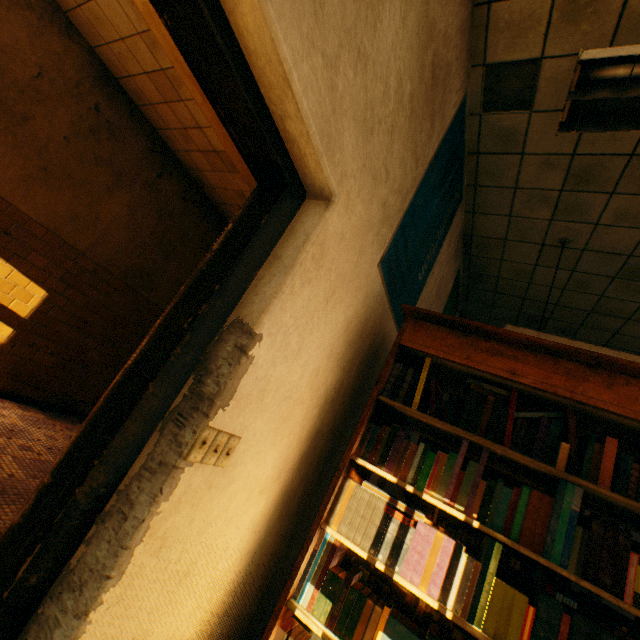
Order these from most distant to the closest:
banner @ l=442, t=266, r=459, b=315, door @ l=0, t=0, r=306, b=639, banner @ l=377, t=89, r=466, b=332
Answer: banner @ l=442, t=266, r=459, b=315 < banner @ l=377, t=89, r=466, b=332 < door @ l=0, t=0, r=306, b=639

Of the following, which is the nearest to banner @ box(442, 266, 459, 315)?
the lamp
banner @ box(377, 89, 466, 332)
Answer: banner @ box(377, 89, 466, 332)

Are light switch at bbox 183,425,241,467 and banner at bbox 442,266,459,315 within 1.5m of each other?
no

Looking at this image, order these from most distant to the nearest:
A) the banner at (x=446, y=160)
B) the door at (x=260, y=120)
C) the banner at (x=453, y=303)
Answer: the banner at (x=453, y=303)
the banner at (x=446, y=160)
the door at (x=260, y=120)

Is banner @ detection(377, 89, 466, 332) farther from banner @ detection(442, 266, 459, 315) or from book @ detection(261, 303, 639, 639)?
banner @ detection(442, 266, 459, 315)

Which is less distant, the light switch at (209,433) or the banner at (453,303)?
the light switch at (209,433)

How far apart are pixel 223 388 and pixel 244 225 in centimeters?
60cm
